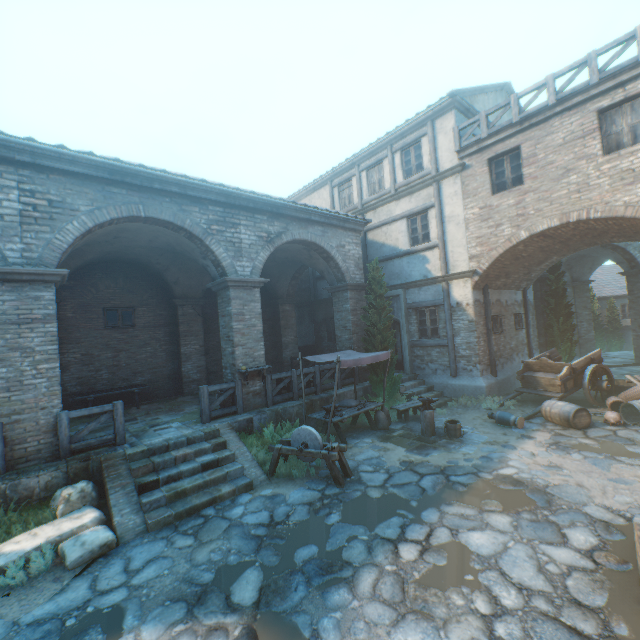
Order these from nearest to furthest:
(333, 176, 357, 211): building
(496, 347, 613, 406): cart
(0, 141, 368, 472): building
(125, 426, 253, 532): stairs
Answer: (125, 426, 253, 532): stairs
(0, 141, 368, 472): building
(496, 347, 613, 406): cart
(333, 176, 357, 211): building

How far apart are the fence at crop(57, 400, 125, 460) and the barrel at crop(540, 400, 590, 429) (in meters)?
11.19

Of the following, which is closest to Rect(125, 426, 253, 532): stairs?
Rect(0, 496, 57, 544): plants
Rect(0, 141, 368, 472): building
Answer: Rect(0, 496, 57, 544): plants

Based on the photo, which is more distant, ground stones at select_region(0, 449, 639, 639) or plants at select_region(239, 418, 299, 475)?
plants at select_region(239, 418, 299, 475)

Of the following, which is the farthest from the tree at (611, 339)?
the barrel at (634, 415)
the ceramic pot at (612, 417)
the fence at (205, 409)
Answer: the fence at (205, 409)

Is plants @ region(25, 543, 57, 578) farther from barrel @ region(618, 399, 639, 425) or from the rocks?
barrel @ region(618, 399, 639, 425)

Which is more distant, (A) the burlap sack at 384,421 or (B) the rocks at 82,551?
(A) the burlap sack at 384,421

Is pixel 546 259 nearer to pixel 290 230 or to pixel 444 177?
pixel 444 177
